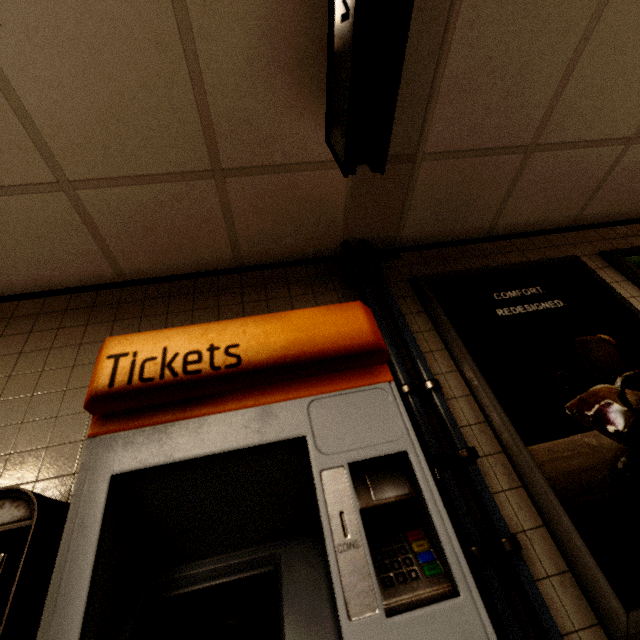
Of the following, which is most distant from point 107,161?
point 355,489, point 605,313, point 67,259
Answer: point 605,313

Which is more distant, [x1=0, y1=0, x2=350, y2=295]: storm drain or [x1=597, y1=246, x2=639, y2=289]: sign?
[x1=597, y1=246, x2=639, y2=289]: sign

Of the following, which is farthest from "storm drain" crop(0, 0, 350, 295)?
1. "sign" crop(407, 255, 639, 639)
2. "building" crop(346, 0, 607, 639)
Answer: "sign" crop(407, 255, 639, 639)

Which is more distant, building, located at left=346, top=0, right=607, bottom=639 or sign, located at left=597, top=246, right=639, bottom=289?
sign, located at left=597, top=246, right=639, bottom=289

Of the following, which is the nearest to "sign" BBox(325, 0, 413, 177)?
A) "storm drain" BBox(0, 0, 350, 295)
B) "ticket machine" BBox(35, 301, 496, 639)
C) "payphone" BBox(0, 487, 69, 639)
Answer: "storm drain" BBox(0, 0, 350, 295)

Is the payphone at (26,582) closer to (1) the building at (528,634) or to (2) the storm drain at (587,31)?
(1) the building at (528,634)

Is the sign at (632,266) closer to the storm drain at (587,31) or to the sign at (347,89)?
the storm drain at (587,31)

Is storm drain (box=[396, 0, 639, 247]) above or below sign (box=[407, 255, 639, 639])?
above
